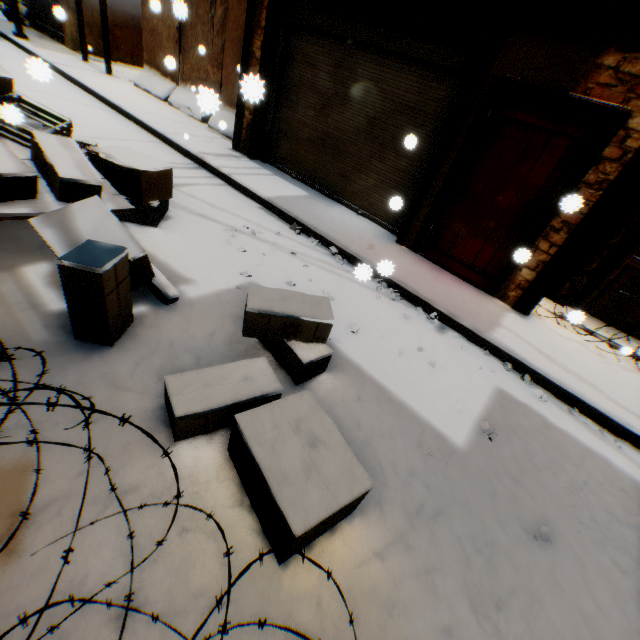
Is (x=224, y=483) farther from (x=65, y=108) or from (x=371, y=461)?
(x=65, y=108)

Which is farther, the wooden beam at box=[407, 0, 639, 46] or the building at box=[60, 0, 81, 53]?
the building at box=[60, 0, 81, 53]

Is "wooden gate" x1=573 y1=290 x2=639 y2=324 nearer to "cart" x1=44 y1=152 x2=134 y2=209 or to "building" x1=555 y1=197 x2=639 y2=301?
"building" x1=555 y1=197 x2=639 y2=301

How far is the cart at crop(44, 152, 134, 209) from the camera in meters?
3.3

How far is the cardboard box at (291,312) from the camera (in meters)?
2.58

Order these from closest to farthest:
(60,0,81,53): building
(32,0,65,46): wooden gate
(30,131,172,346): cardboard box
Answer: (30,131,172,346): cardboard box < (60,0,81,53): building < (32,0,65,46): wooden gate

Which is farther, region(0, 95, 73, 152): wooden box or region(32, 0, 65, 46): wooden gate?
region(32, 0, 65, 46): wooden gate

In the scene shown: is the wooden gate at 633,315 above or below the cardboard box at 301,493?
above
